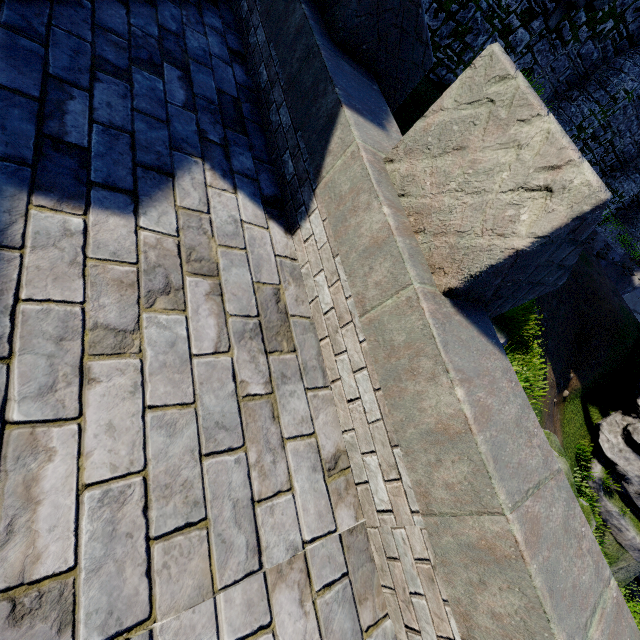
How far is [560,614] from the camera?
1.5m
